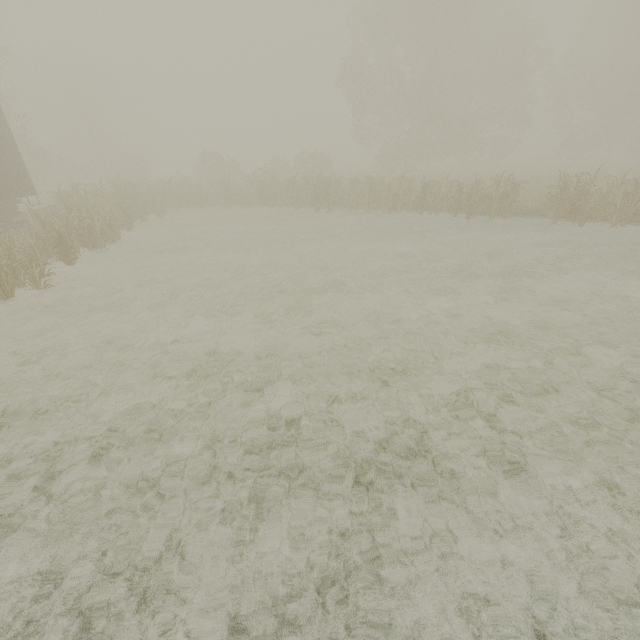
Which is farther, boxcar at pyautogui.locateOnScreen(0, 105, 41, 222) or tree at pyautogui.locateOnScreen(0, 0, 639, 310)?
tree at pyautogui.locateOnScreen(0, 0, 639, 310)

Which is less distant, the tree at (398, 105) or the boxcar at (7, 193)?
the boxcar at (7, 193)

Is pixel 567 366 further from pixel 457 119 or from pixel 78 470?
pixel 457 119
